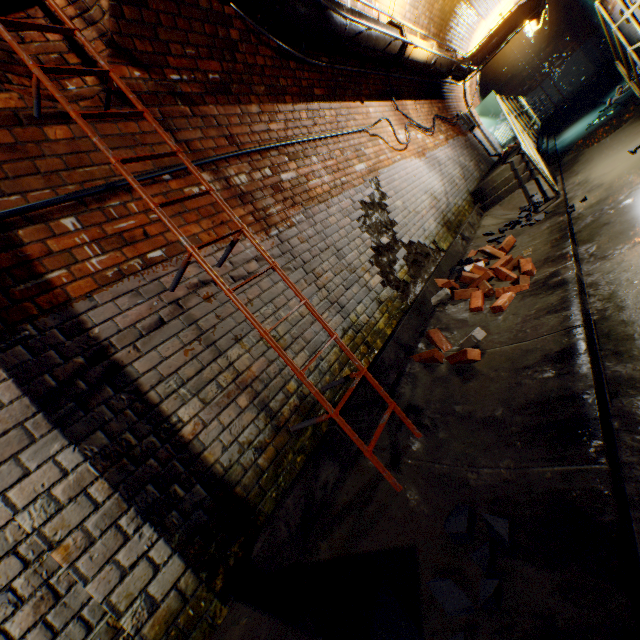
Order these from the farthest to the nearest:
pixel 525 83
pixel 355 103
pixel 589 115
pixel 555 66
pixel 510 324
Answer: pixel 525 83 → pixel 555 66 → pixel 589 115 → pixel 355 103 → pixel 510 324

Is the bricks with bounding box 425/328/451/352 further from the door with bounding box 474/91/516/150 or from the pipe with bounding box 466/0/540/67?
the door with bounding box 474/91/516/150

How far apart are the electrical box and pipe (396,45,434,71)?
4.3 meters

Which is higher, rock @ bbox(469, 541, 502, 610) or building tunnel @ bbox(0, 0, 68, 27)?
building tunnel @ bbox(0, 0, 68, 27)

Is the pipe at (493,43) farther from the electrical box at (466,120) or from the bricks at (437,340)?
the bricks at (437,340)

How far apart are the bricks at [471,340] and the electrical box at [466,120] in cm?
1021

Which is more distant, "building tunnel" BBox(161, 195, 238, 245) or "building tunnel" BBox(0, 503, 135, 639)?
"building tunnel" BBox(161, 195, 238, 245)

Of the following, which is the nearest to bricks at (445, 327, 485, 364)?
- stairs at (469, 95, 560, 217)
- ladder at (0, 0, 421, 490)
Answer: ladder at (0, 0, 421, 490)
